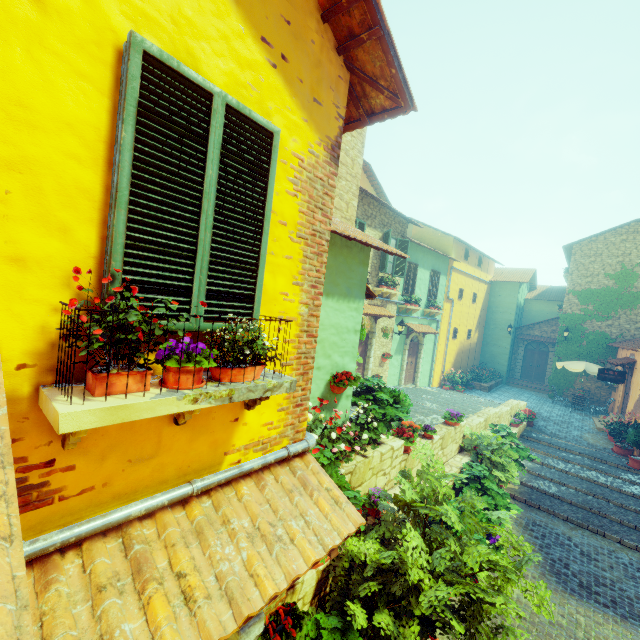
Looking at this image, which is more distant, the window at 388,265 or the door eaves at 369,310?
the window at 388,265

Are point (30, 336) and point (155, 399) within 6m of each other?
yes

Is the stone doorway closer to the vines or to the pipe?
the pipe

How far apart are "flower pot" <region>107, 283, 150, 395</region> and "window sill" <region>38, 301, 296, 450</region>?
0.0m

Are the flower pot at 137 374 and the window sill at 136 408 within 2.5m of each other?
yes

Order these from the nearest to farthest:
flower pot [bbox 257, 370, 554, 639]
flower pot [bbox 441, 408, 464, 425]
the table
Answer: flower pot [bbox 257, 370, 554, 639] < flower pot [bbox 441, 408, 464, 425] < the table

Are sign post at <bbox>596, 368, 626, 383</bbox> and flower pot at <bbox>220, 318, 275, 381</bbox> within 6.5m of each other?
no

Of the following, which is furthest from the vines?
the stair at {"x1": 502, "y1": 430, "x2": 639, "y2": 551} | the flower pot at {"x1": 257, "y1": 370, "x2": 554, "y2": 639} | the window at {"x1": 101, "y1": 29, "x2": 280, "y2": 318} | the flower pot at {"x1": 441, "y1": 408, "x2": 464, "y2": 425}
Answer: the flower pot at {"x1": 257, "y1": 370, "x2": 554, "y2": 639}
